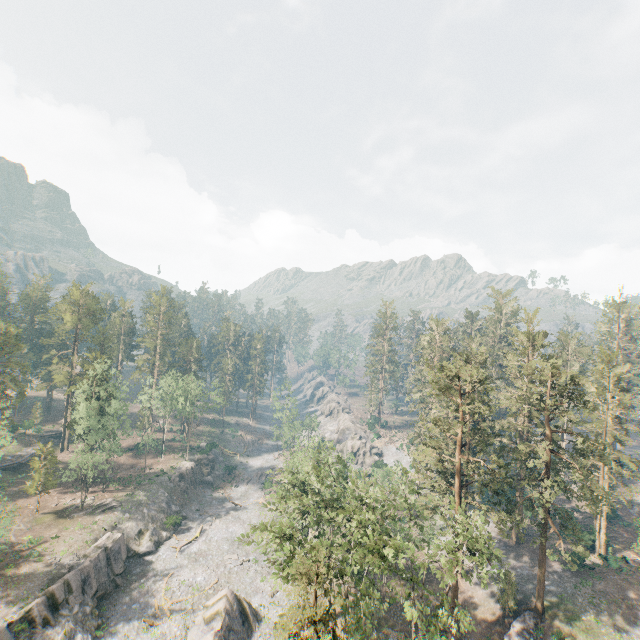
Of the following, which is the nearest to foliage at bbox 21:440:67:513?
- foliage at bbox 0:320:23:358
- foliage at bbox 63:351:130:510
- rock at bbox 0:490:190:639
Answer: foliage at bbox 0:320:23:358

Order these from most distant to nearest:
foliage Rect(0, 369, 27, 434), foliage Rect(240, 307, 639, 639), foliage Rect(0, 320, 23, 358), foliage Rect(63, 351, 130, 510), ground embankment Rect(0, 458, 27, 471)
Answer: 1. ground embankment Rect(0, 458, 27, 471)
2. foliage Rect(0, 320, 23, 358)
3. foliage Rect(63, 351, 130, 510)
4. foliage Rect(0, 369, 27, 434)
5. foliage Rect(240, 307, 639, 639)

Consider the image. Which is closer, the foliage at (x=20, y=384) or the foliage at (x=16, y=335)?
the foliage at (x=20, y=384)

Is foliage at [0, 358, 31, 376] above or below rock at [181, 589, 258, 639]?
above

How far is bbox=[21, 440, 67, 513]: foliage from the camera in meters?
47.0 m

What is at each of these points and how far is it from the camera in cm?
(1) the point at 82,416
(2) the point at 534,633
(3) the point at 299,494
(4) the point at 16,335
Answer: (1) foliage, 5197
(2) ground embankment, 3306
(3) foliage, 3291
(4) foliage, 5625

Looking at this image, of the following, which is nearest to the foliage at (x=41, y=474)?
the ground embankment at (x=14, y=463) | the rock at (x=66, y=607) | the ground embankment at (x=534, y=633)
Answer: the ground embankment at (x=14, y=463)

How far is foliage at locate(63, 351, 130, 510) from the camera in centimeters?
5006cm
